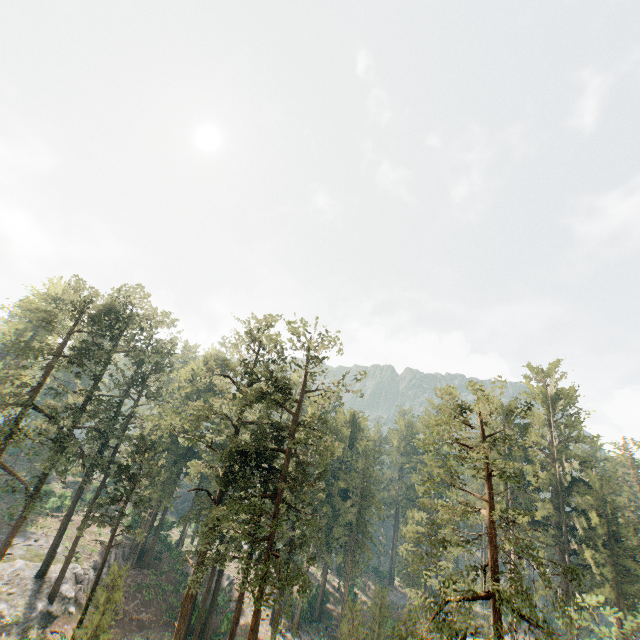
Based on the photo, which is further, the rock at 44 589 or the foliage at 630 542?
the rock at 44 589

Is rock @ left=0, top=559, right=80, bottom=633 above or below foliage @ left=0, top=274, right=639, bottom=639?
below

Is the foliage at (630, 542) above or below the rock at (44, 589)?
above

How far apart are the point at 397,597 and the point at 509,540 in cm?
5613

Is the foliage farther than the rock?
No
